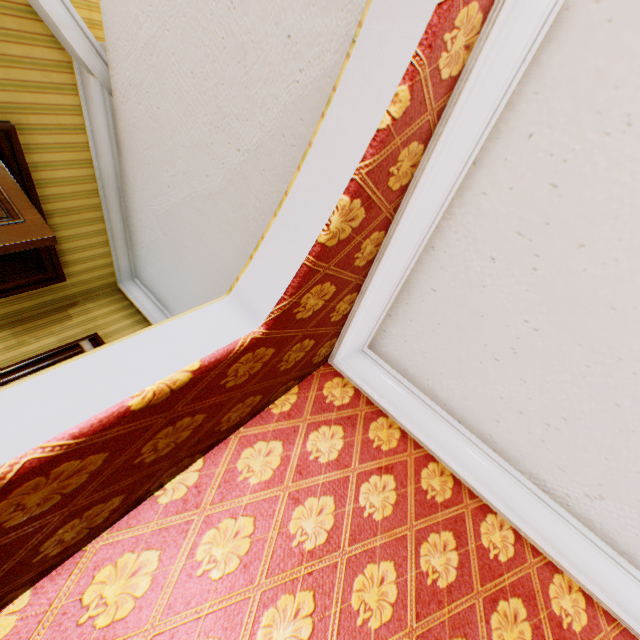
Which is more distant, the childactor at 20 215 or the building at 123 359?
the childactor at 20 215

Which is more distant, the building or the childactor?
the childactor

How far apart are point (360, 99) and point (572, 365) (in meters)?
1.36
